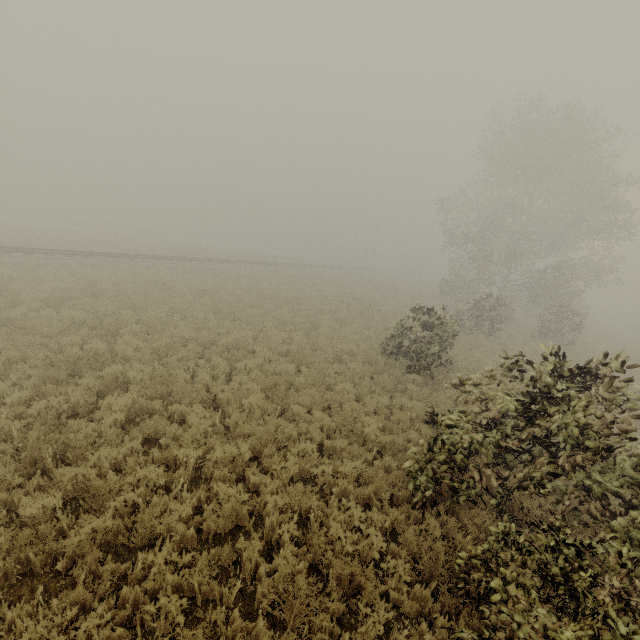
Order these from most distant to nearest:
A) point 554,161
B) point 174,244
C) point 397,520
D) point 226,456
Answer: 1. point 174,244
2. point 554,161
3. point 226,456
4. point 397,520
